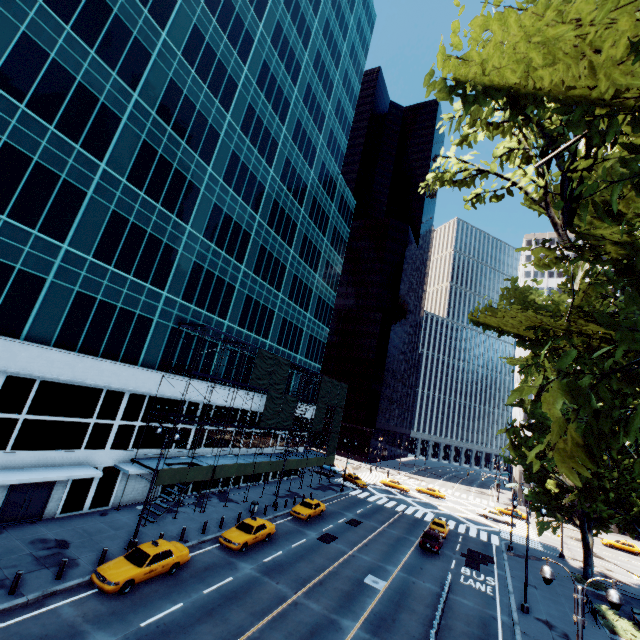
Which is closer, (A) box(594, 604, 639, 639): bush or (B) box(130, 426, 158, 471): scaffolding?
(A) box(594, 604, 639, 639): bush

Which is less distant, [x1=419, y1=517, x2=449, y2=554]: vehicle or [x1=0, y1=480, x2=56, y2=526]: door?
[x1=0, y1=480, x2=56, y2=526]: door

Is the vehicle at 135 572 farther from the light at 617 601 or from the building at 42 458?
the light at 617 601

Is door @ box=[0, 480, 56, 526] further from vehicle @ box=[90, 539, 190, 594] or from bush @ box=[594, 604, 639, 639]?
bush @ box=[594, 604, 639, 639]

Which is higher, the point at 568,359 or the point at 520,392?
the point at 568,359

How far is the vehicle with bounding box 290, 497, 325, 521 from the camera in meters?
32.0 m

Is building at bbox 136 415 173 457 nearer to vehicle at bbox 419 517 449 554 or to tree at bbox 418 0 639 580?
vehicle at bbox 419 517 449 554

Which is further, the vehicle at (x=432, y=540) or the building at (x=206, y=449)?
the building at (x=206, y=449)
